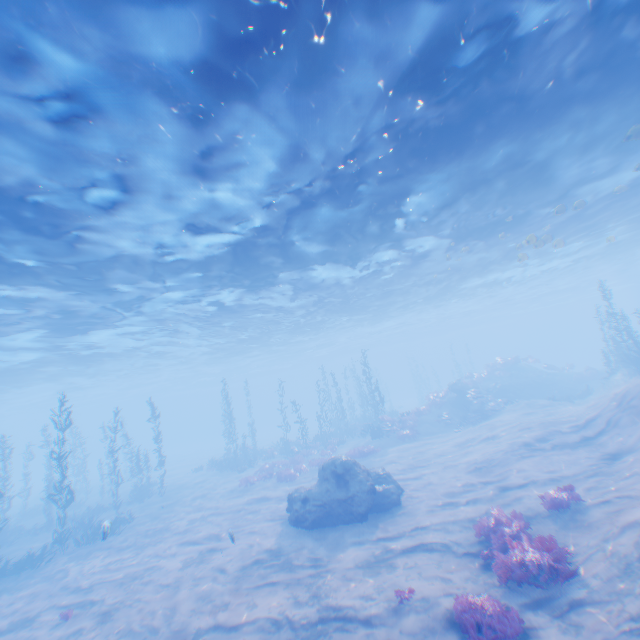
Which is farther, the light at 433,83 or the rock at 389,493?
the rock at 389,493

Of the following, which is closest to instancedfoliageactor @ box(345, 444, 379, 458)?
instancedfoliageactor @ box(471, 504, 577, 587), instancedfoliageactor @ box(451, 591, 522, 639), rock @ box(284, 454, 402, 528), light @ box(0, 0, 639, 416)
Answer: rock @ box(284, 454, 402, 528)

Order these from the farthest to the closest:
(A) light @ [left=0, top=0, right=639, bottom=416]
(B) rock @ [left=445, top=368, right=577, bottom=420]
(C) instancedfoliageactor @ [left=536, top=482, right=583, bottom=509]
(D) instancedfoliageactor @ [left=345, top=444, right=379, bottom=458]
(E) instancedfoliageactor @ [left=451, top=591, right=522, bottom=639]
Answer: (B) rock @ [left=445, top=368, right=577, bottom=420] < (D) instancedfoliageactor @ [left=345, top=444, right=379, bottom=458] < (C) instancedfoliageactor @ [left=536, top=482, right=583, bottom=509] < (A) light @ [left=0, top=0, right=639, bottom=416] < (E) instancedfoliageactor @ [left=451, top=591, right=522, bottom=639]

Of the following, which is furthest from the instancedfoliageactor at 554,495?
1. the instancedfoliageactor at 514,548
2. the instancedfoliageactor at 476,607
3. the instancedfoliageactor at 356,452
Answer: the instancedfoliageactor at 356,452

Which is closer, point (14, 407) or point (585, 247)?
point (585, 247)

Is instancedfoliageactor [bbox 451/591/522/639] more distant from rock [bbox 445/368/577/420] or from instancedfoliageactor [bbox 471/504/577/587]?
rock [bbox 445/368/577/420]

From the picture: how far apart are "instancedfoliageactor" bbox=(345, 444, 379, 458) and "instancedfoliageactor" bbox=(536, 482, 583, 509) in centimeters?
1397cm

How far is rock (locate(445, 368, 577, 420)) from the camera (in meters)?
28.95
